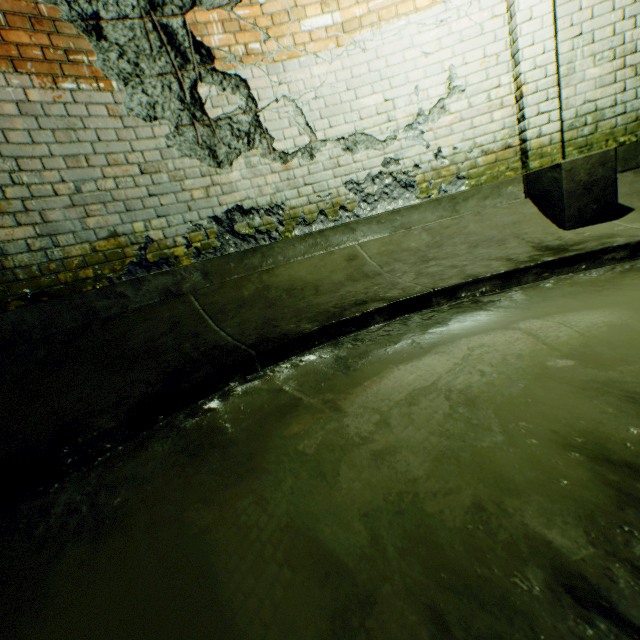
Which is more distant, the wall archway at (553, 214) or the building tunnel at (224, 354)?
the wall archway at (553, 214)

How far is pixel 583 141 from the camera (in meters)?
3.07

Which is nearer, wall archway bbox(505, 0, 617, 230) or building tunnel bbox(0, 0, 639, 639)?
building tunnel bbox(0, 0, 639, 639)
